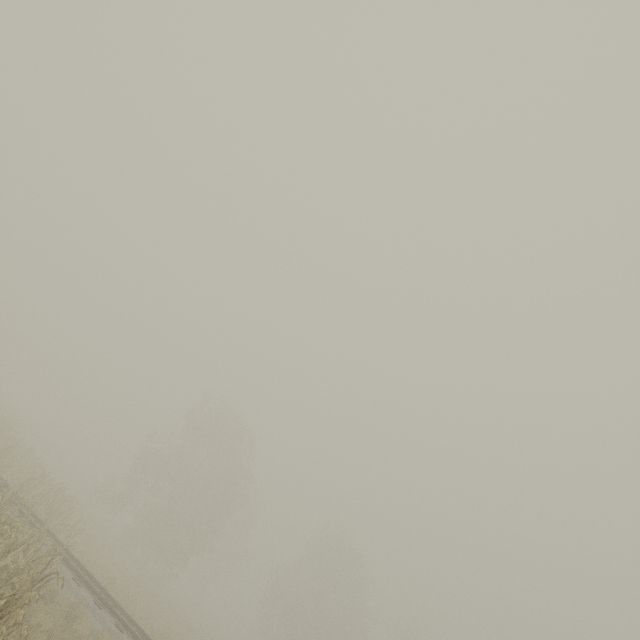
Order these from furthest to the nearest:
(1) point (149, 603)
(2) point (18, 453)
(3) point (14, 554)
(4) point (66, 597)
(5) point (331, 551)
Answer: (5) point (331, 551) → (1) point (149, 603) → (2) point (18, 453) → (4) point (66, 597) → (3) point (14, 554)
